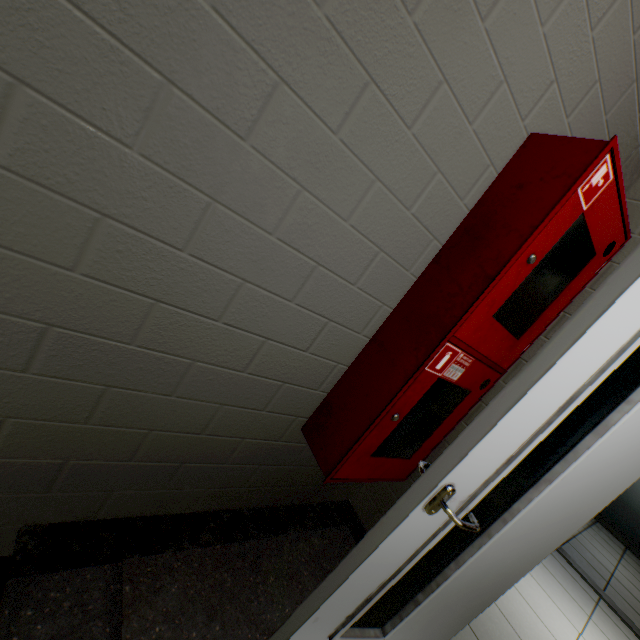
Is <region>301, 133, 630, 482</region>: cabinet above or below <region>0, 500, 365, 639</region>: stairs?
above

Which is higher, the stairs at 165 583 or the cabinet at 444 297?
the cabinet at 444 297

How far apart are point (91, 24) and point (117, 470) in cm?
131

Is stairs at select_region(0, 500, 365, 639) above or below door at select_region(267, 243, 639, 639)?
below

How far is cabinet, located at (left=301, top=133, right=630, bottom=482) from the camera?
1.1m

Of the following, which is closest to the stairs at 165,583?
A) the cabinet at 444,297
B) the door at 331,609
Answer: the door at 331,609

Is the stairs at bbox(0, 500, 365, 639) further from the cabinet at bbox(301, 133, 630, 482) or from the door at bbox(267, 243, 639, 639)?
the cabinet at bbox(301, 133, 630, 482)

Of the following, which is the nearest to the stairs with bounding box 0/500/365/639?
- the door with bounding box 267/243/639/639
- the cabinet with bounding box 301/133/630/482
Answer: the door with bounding box 267/243/639/639
